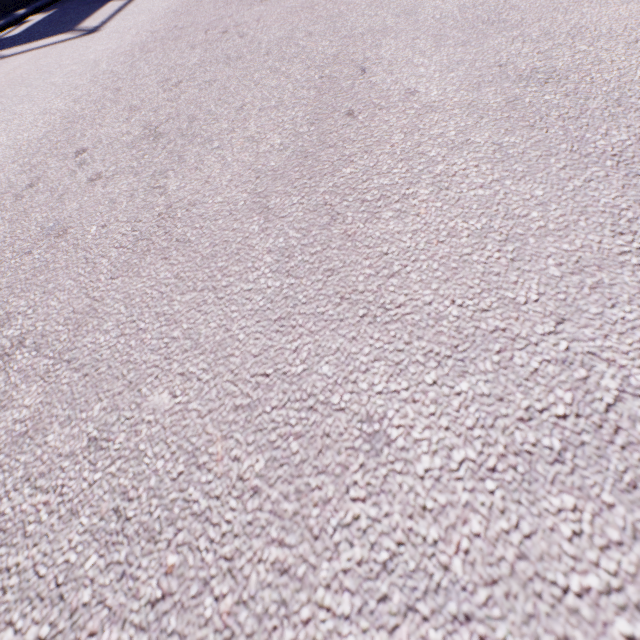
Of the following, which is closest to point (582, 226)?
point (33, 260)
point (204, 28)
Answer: point (33, 260)
